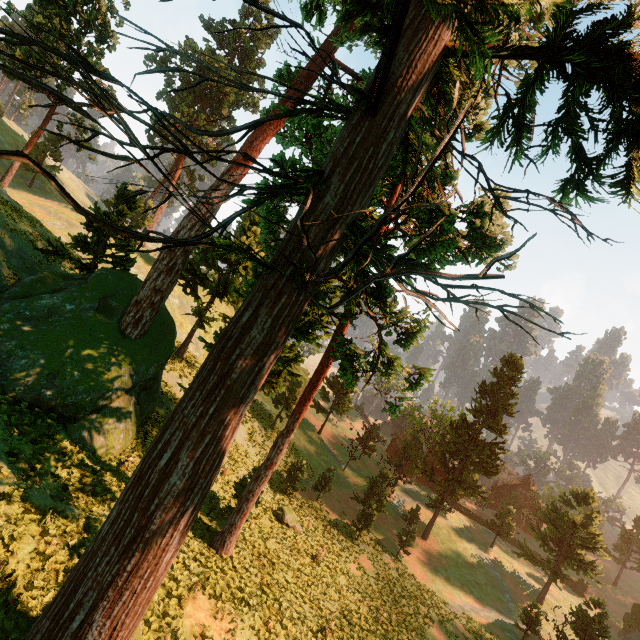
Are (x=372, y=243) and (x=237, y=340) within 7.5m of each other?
yes

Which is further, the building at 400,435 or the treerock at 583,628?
the building at 400,435

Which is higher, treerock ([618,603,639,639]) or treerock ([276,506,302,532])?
treerock ([276,506,302,532])

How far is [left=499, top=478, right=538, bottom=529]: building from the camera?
56.3m

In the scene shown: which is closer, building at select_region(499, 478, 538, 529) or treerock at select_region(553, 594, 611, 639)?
treerock at select_region(553, 594, 611, 639)

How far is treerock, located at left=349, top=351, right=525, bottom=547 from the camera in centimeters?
3322cm

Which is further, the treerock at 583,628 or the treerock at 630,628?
the treerock at 630,628
